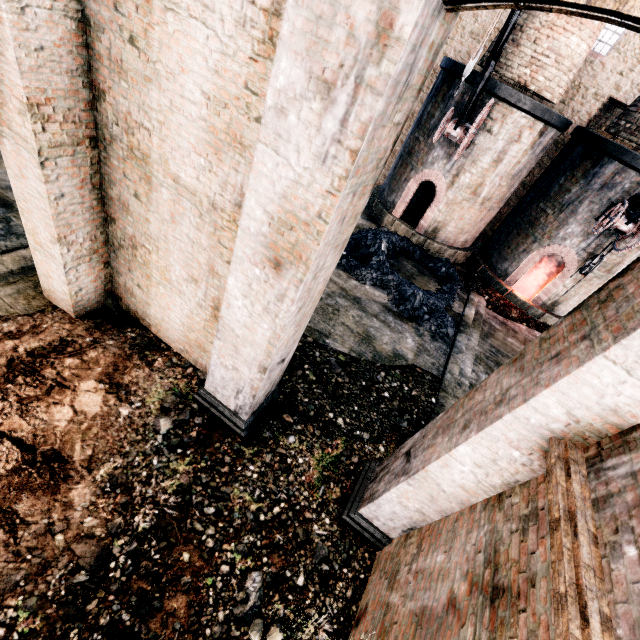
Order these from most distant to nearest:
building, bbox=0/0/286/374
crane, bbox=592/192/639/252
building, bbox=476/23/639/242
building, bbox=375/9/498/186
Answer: building, bbox=375/9/498/186 → building, bbox=476/23/639/242 → crane, bbox=592/192/639/252 → building, bbox=0/0/286/374

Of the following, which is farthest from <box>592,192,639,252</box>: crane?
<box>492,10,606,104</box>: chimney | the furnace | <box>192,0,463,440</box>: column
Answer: <box>192,0,463,440</box>: column

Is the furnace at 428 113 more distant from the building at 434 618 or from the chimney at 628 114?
the chimney at 628 114

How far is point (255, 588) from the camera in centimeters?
538cm

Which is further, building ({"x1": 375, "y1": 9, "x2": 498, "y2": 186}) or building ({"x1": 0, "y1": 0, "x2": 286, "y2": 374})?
building ({"x1": 375, "y1": 9, "x2": 498, "y2": 186})

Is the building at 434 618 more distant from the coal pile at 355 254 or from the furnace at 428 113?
the coal pile at 355 254

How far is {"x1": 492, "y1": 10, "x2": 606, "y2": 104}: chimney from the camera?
12.0 meters
